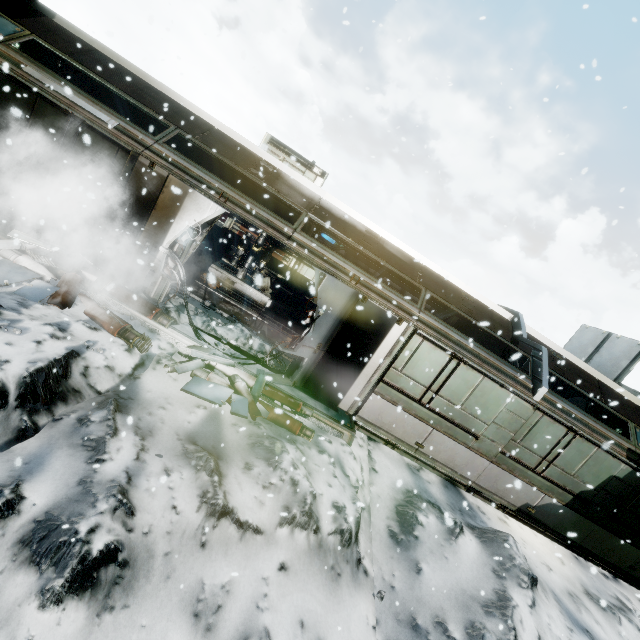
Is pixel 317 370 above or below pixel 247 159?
below

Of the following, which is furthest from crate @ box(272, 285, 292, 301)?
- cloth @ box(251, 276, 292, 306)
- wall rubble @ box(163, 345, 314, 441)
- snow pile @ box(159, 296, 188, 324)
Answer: wall rubble @ box(163, 345, 314, 441)

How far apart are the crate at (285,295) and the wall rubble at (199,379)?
7.9m

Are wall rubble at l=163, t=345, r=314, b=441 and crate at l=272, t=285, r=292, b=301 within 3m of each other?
no

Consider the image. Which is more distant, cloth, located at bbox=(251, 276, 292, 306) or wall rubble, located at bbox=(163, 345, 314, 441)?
cloth, located at bbox=(251, 276, 292, 306)

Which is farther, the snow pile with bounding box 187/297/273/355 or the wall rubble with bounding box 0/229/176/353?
the snow pile with bounding box 187/297/273/355

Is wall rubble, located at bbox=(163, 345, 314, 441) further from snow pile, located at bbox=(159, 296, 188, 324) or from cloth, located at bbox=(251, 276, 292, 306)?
cloth, located at bbox=(251, 276, 292, 306)

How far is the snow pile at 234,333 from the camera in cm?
764
